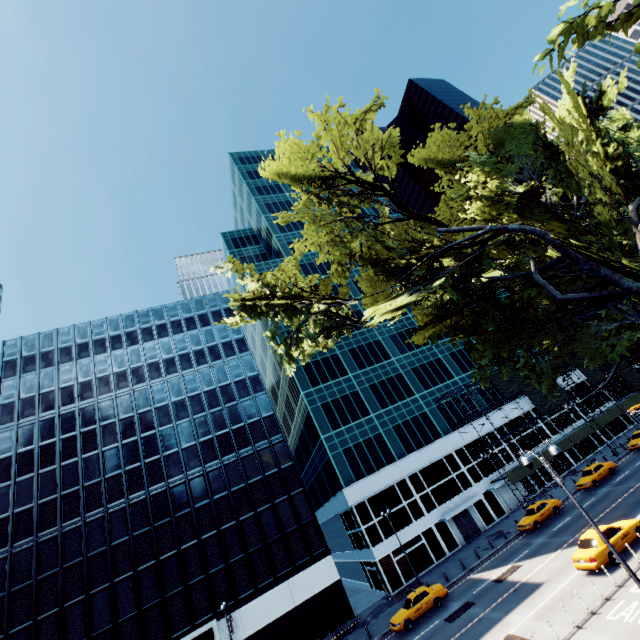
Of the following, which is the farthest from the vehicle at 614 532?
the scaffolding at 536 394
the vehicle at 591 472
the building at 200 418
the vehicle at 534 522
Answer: the building at 200 418

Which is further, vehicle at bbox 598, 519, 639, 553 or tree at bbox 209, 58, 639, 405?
vehicle at bbox 598, 519, 639, 553

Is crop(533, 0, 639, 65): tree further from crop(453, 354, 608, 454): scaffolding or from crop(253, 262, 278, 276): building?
crop(253, 262, 278, 276): building

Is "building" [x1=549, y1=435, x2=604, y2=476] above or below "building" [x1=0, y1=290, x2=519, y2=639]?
below

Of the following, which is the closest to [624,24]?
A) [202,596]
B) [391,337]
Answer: [202,596]

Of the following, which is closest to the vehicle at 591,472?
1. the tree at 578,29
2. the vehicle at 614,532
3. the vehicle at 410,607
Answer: the vehicle at 614,532

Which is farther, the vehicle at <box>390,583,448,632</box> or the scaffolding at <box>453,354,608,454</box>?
the scaffolding at <box>453,354,608,454</box>

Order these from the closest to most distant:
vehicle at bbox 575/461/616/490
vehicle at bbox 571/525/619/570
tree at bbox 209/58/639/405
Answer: tree at bbox 209/58/639/405 < vehicle at bbox 571/525/619/570 < vehicle at bbox 575/461/616/490
